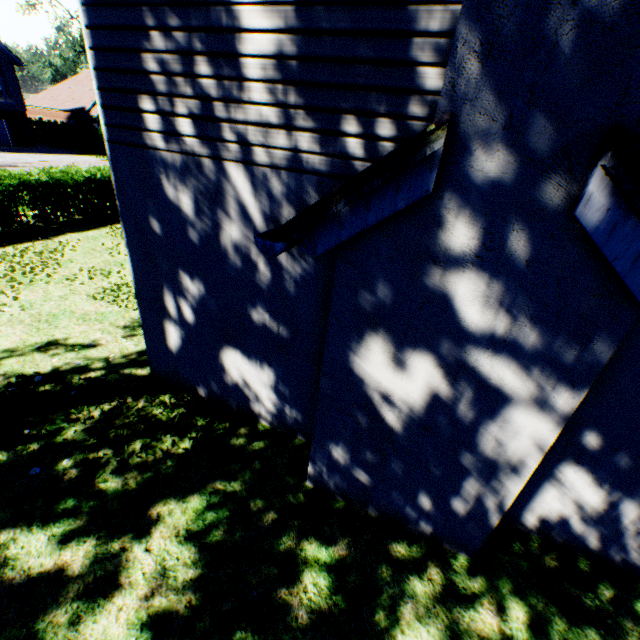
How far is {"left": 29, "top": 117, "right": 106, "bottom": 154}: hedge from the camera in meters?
31.6 m

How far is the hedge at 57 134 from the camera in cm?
3162

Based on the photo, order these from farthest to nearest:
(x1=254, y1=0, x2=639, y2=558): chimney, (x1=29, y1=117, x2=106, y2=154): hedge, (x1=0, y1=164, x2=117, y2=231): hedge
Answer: (x1=29, y1=117, x2=106, y2=154): hedge
(x1=0, y1=164, x2=117, y2=231): hedge
(x1=254, y1=0, x2=639, y2=558): chimney

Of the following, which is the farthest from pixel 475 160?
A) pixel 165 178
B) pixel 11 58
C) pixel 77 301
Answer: pixel 11 58

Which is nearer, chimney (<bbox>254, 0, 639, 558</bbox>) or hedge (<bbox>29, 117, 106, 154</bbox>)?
chimney (<bbox>254, 0, 639, 558</bbox>)

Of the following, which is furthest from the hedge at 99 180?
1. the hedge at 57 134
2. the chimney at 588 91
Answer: the hedge at 57 134

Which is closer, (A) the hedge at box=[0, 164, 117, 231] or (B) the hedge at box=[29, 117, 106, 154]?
(A) the hedge at box=[0, 164, 117, 231]

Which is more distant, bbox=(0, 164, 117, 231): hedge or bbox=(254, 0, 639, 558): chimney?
bbox=(0, 164, 117, 231): hedge
